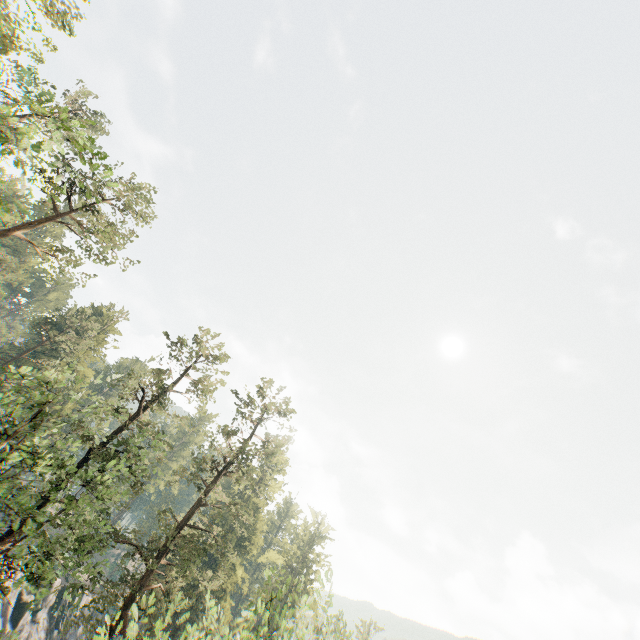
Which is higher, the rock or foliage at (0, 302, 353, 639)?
foliage at (0, 302, 353, 639)

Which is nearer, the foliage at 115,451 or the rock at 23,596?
the foliage at 115,451

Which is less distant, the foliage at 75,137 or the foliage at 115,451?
the foliage at 75,137

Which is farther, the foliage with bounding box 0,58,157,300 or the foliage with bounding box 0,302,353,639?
the foliage with bounding box 0,302,353,639

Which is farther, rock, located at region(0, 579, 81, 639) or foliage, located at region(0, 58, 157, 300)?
rock, located at region(0, 579, 81, 639)

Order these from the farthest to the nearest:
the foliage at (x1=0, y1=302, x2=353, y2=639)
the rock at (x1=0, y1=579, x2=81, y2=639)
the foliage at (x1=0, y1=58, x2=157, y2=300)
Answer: the rock at (x1=0, y1=579, x2=81, y2=639), the foliage at (x1=0, y1=302, x2=353, y2=639), the foliage at (x1=0, y1=58, x2=157, y2=300)

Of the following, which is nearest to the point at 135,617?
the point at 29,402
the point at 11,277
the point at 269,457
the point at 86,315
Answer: the point at 11,277
